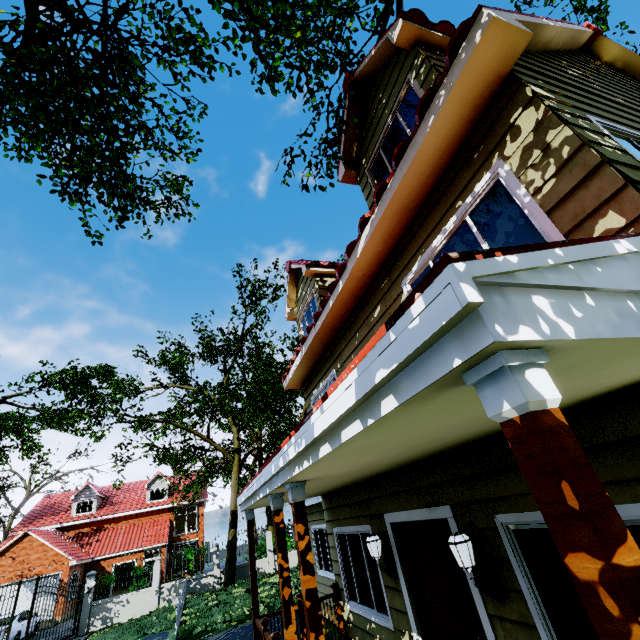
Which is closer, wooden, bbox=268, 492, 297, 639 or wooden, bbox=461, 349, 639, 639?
Result: wooden, bbox=461, 349, 639, 639

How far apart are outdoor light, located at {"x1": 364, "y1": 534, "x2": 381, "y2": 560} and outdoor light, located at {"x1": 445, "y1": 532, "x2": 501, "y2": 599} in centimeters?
191cm

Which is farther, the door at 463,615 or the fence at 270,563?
the fence at 270,563

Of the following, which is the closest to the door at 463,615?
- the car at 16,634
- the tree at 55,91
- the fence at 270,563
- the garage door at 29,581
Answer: the tree at 55,91

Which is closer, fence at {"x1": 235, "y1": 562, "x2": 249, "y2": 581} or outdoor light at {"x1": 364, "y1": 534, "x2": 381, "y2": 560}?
outdoor light at {"x1": 364, "y1": 534, "x2": 381, "y2": 560}

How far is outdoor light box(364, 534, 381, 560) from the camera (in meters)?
4.94

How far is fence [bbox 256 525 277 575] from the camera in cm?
2008

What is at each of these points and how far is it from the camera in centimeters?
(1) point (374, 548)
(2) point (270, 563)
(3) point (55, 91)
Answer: (1) outdoor light, 497cm
(2) fence, 2027cm
(3) tree, 397cm
